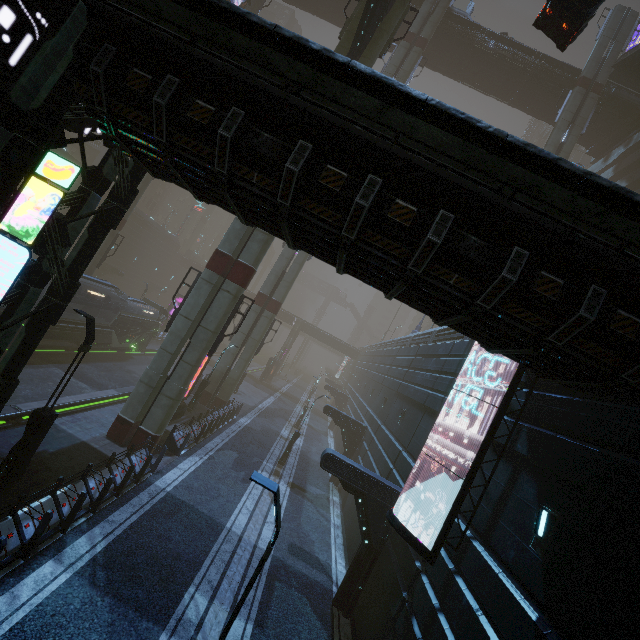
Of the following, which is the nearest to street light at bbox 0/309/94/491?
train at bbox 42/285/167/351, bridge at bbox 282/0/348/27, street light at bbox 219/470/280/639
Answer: street light at bbox 219/470/280/639

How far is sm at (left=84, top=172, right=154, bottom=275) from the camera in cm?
2697

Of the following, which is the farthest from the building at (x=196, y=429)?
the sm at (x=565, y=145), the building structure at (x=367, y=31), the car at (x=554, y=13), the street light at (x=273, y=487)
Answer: the building structure at (x=367, y=31)

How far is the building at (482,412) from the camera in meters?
10.0

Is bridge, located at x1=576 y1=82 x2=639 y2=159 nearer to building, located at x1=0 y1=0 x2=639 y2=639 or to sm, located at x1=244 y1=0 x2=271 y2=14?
sm, located at x1=244 y1=0 x2=271 y2=14

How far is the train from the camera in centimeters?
2152cm

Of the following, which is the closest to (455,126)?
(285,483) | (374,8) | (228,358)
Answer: (374,8)

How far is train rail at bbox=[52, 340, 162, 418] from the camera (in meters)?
17.53
